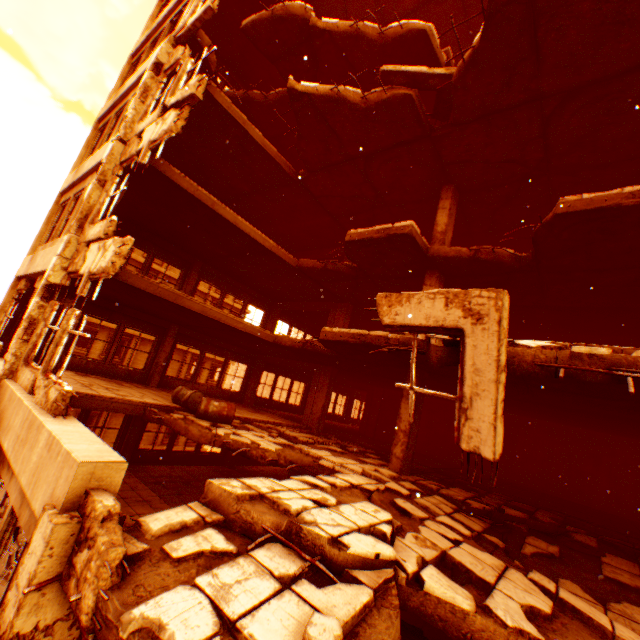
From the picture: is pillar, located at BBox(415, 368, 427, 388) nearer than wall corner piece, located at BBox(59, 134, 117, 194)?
No

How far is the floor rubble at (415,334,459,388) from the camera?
3.77m

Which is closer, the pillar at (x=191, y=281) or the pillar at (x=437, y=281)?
the pillar at (x=437, y=281)

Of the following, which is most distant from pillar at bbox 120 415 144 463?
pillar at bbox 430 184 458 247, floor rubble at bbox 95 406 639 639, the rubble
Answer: the rubble

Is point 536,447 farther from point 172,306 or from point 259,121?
point 259,121

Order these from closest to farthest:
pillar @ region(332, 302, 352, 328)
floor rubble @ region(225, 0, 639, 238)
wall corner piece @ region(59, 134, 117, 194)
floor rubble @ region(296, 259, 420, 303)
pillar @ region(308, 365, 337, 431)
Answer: floor rubble @ region(225, 0, 639, 238), wall corner piece @ region(59, 134, 117, 194), floor rubble @ region(296, 259, 420, 303), pillar @ region(308, 365, 337, 431), pillar @ region(332, 302, 352, 328)

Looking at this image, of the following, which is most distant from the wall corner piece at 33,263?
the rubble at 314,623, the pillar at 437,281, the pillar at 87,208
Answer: the pillar at 437,281

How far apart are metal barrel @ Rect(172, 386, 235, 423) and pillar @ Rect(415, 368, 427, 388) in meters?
4.3
